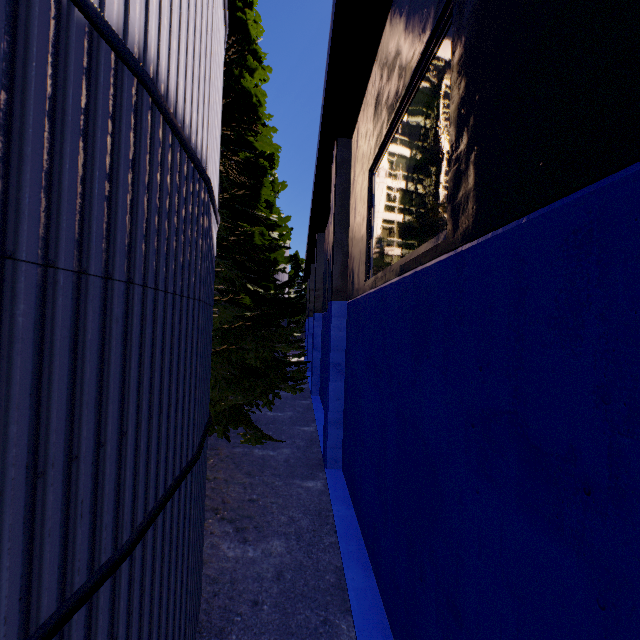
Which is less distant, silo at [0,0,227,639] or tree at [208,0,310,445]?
silo at [0,0,227,639]

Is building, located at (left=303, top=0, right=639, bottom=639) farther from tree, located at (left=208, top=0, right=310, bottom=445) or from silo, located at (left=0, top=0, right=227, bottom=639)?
silo, located at (left=0, top=0, right=227, bottom=639)

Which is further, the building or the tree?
the tree

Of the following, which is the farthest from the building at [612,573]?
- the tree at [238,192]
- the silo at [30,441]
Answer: the silo at [30,441]

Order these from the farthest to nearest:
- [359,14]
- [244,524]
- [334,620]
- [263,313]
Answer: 1. [263,313]
2. [244,524]
3. [359,14]
4. [334,620]

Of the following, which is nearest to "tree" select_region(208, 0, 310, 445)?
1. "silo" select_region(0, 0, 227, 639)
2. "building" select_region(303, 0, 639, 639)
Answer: "silo" select_region(0, 0, 227, 639)

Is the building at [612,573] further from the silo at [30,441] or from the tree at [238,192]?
the silo at [30,441]
